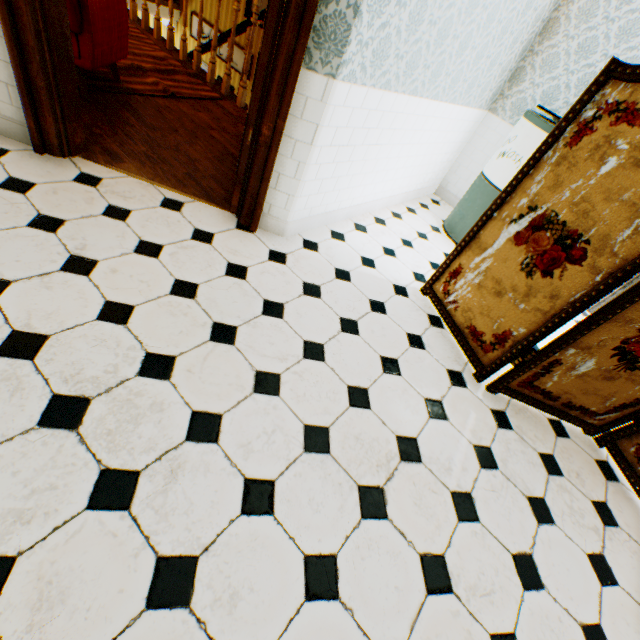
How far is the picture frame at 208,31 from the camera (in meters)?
6.52

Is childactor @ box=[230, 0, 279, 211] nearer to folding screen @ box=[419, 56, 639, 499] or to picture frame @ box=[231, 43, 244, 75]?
folding screen @ box=[419, 56, 639, 499]

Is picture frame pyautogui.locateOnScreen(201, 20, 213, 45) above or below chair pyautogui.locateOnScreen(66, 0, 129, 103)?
below

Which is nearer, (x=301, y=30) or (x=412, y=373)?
(x=301, y=30)

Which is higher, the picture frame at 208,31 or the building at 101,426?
the building at 101,426

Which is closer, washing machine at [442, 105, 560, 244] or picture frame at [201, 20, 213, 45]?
washing machine at [442, 105, 560, 244]

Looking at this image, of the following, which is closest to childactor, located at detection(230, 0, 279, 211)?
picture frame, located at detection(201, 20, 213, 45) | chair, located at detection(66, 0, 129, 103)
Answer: chair, located at detection(66, 0, 129, 103)

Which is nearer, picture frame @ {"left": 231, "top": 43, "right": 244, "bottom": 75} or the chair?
the chair
